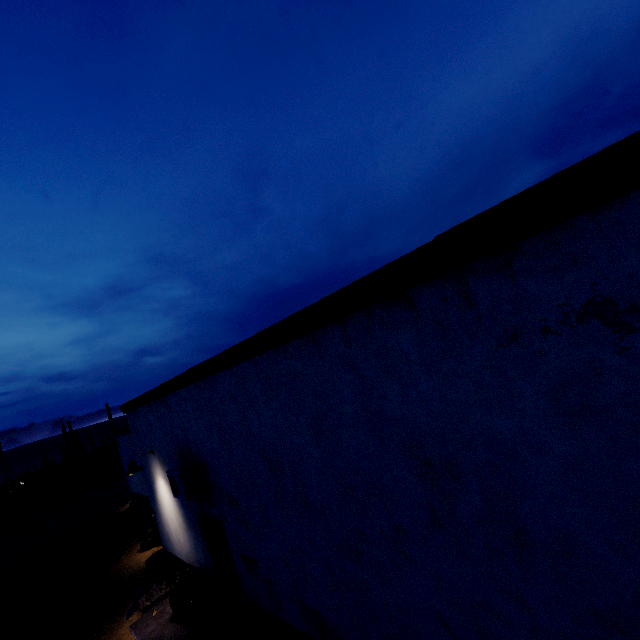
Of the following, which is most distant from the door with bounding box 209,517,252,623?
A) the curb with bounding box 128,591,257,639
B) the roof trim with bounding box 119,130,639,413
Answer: the roof trim with bounding box 119,130,639,413

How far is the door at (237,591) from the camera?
6.4m

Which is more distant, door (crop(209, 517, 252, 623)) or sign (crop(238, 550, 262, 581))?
door (crop(209, 517, 252, 623))

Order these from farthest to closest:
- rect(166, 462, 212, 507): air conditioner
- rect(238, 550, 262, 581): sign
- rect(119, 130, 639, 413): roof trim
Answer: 1. rect(166, 462, 212, 507): air conditioner
2. rect(238, 550, 262, 581): sign
3. rect(119, 130, 639, 413): roof trim

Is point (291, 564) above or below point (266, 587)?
above

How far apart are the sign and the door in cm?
45

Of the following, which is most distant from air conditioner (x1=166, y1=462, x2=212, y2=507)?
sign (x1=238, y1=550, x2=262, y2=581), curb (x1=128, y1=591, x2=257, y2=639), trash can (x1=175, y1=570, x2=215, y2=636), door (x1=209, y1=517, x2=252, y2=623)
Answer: curb (x1=128, y1=591, x2=257, y2=639)

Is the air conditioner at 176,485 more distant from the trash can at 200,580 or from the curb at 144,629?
the curb at 144,629
